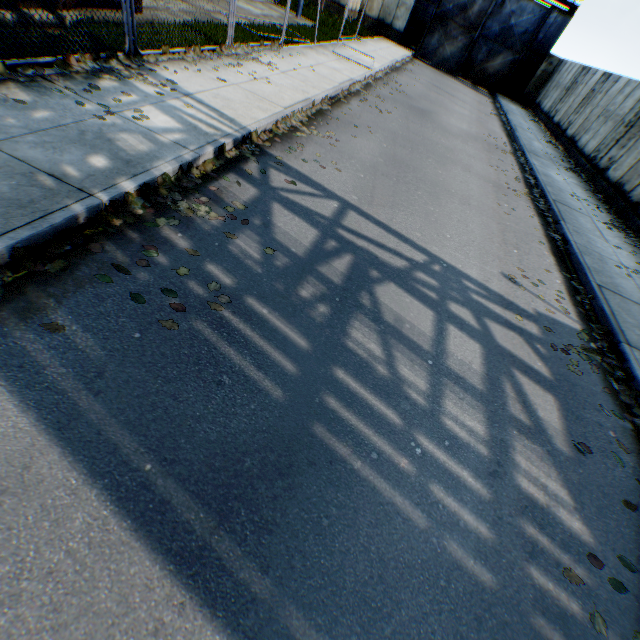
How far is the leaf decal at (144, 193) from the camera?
3.8 meters

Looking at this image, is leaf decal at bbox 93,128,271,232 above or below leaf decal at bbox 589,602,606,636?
above

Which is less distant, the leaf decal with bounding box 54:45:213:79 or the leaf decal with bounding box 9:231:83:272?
the leaf decal with bounding box 9:231:83:272

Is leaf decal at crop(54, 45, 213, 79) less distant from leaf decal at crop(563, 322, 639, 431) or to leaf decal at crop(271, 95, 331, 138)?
leaf decal at crop(271, 95, 331, 138)

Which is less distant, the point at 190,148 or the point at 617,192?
the point at 190,148

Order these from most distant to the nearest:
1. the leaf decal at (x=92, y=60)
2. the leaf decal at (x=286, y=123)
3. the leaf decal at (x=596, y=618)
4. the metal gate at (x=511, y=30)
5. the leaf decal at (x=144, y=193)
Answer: the metal gate at (x=511, y=30), the leaf decal at (x=286, y=123), the leaf decal at (x=92, y=60), the leaf decal at (x=144, y=193), the leaf decal at (x=596, y=618)

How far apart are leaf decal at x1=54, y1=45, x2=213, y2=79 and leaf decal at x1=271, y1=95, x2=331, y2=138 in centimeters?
172cm

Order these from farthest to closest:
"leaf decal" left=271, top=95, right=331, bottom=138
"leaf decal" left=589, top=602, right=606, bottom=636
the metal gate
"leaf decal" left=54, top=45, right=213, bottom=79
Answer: the metal gate
"leaf decal" left=271, top=95, right=331, bottom=138
"leaf decal" left=54, top=45, right=213, bottom=79
"leaf decal" left=589, top=602, right=606, bottom=636
